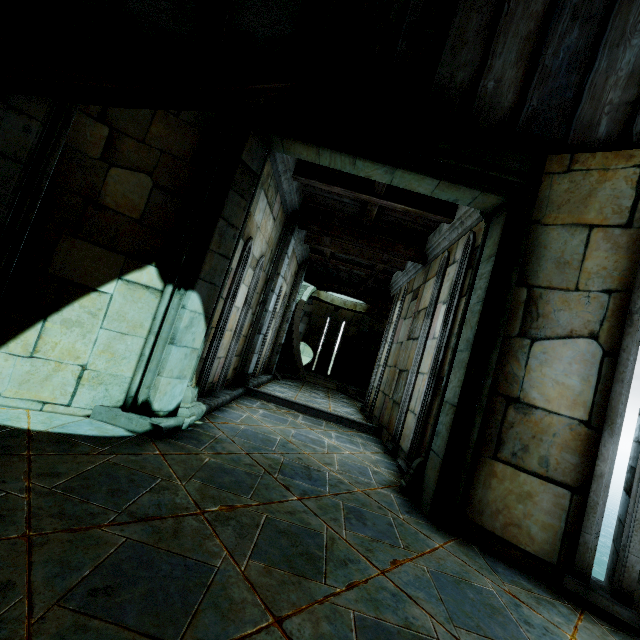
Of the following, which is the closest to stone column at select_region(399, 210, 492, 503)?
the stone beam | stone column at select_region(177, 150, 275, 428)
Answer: the stone beam

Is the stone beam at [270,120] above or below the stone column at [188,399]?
above

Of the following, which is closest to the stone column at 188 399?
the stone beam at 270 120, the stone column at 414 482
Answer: the stone beam at 270 120

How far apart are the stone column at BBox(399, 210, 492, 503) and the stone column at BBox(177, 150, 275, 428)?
2.65m

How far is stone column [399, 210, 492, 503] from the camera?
3.8m

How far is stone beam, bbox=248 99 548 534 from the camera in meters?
3.3

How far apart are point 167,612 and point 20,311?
2.9 meters
